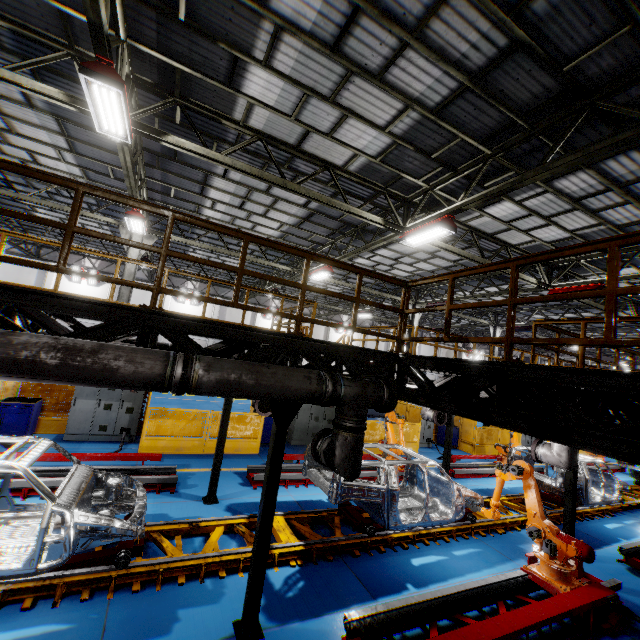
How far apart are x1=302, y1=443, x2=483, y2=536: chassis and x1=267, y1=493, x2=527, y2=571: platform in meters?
0.0 m

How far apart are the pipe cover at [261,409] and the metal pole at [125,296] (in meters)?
7.61

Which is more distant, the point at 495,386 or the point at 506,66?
the point at 495,386

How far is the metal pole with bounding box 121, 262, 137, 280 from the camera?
12.9 meters

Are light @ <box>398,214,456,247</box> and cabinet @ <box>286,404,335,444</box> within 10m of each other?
yes

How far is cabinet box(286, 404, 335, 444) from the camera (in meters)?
14.16

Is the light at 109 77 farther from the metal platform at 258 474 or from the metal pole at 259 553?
the metal platform at 258 474

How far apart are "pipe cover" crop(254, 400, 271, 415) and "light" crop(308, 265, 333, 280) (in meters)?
6.97
